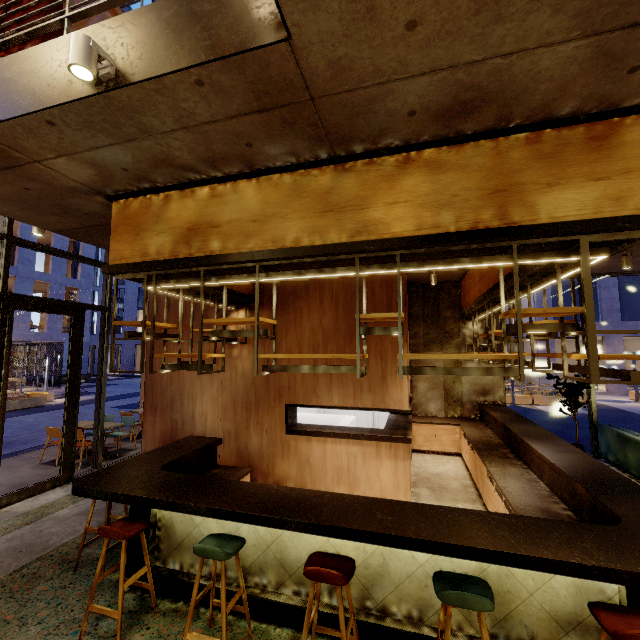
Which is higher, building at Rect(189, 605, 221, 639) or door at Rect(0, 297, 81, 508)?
door at Rect(0, 297, 81, 508)

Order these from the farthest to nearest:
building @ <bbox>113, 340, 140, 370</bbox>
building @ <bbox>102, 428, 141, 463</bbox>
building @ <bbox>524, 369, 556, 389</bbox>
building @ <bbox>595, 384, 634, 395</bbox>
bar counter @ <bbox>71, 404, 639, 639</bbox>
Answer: building @ <bbox>113, 340, 140, 370</bbox>
building @ <bbox>524, 369, 556, 389</bbox>
building @ <bbox>595, 384, 634, 395</bbox>
building @ <bbox>102, 428, 141, 463</bbox>
bar counter @ <bbox>71, 404, 639, 639</bbox>

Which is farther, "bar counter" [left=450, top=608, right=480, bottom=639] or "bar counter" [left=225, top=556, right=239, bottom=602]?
"bar counter" [left=225, top=556, right=239, bottom=602]

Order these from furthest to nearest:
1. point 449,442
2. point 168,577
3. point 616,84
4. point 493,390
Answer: point 493,390, point 449,442, point 168,577, point 616,84

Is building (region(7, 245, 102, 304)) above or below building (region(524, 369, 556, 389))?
above

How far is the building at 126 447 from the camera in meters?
8.0 m

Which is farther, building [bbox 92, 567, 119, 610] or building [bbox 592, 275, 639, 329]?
building [bbox 592, 275, 639, 329]

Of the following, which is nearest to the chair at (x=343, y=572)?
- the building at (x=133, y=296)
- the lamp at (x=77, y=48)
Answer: the lamp at (x=77, y=48)
